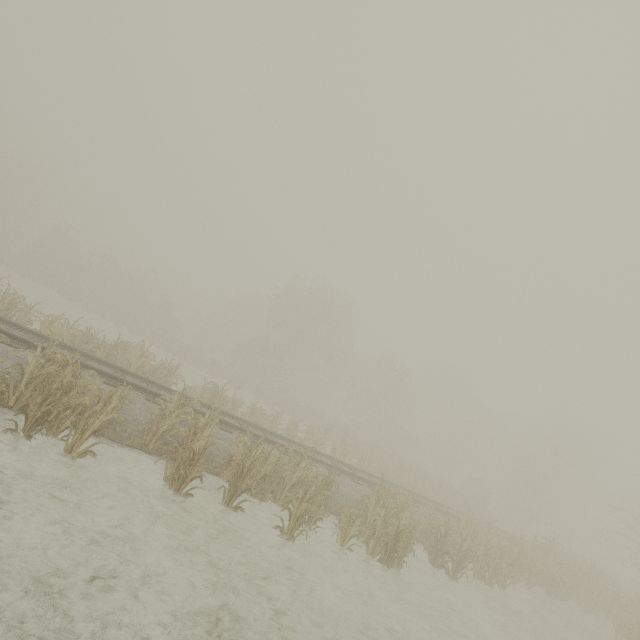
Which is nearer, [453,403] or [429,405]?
[453,403]
